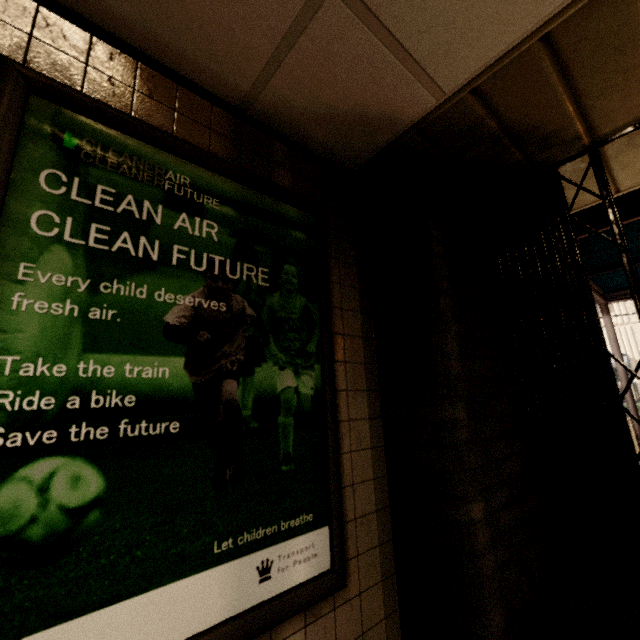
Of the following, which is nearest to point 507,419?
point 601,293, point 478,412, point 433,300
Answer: point 478,412

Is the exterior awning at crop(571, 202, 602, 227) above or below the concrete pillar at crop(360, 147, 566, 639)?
above

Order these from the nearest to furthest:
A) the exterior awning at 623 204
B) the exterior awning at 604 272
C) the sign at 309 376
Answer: the sign at 309 376, the exterior awning at 623 204, the exterior awning at 604 272

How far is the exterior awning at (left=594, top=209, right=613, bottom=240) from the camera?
2.9 meters

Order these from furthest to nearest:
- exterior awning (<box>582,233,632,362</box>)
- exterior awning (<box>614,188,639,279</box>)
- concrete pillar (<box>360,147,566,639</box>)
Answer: exterior awning (<box>582,233,632,362</box>), exterior awning (<box>614,188,639,279</box>), concrete pillar (<box>360,147,566,639</box>)

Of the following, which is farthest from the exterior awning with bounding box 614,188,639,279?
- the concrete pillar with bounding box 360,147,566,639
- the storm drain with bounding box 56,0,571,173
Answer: the storm drain with bounding box 56,0,571,173

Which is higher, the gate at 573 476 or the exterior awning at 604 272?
the exterior awning at 604 272
